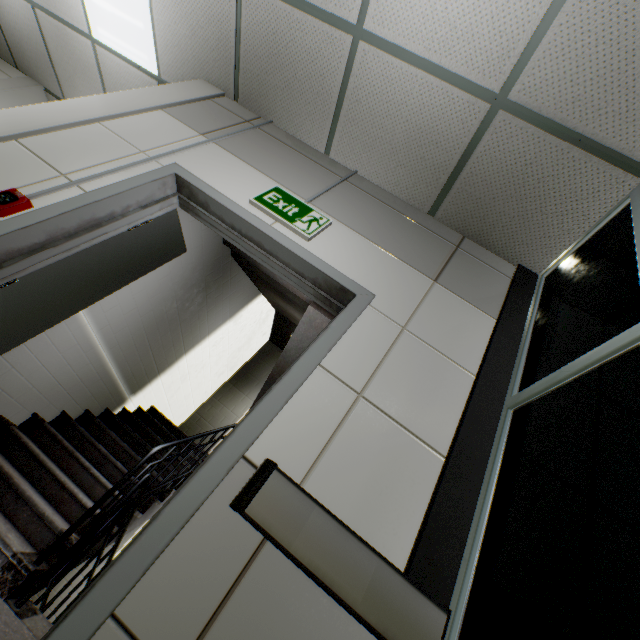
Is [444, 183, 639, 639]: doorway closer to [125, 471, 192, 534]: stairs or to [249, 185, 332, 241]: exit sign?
[125, 471, 192, 534]: stairs

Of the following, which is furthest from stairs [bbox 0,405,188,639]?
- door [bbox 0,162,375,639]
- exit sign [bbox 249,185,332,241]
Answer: exit sign [bbox 249,185,332,241]

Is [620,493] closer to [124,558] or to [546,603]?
[546,603]

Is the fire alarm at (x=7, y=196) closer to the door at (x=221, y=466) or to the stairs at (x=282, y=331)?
the door at (x=221, y=466)

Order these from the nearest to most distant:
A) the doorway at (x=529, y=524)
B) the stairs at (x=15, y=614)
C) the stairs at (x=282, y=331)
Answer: the doorway at (x=529, y=524)
the stairs at (x=15, y=614)
the stairs at (x=282, y=331)

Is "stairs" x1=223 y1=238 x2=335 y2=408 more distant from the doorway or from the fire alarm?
the fire alarm
